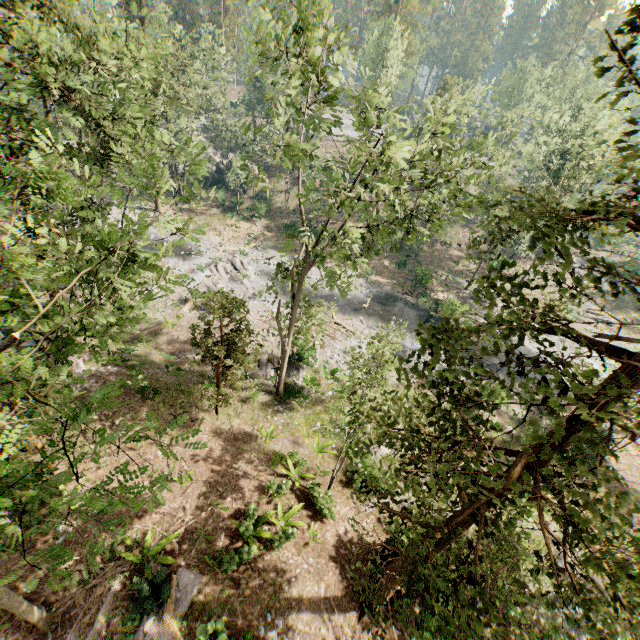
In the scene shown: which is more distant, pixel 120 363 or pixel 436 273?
pixel 436 273

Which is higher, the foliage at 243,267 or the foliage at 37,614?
the foliage at 37,614

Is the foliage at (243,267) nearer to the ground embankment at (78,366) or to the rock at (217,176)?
the ground embankment at (78,366)

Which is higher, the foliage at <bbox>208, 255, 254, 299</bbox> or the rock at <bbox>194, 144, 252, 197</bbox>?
the rock at <bbox>194, 144, 252, 197</bbox>

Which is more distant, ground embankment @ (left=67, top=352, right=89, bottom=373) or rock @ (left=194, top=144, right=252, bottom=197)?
rock @ (left=194, top=144, right=252, bottom=197)

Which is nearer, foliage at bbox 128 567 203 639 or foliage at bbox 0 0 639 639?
foliage at bbox 0 0 639 639

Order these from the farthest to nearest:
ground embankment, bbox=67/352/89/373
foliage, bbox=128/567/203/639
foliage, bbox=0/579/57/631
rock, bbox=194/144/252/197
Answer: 1. rock, bbox=194/144/252/197
2. ground embankment, bbox=67/352/89/373
3. foliage, bbox=128/567/203/639
4. foliage, bbox=0/579/57/631

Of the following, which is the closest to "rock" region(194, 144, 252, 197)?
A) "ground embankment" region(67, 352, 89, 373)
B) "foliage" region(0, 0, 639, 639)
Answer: "foliage" region(0, 0, 639, 639)
